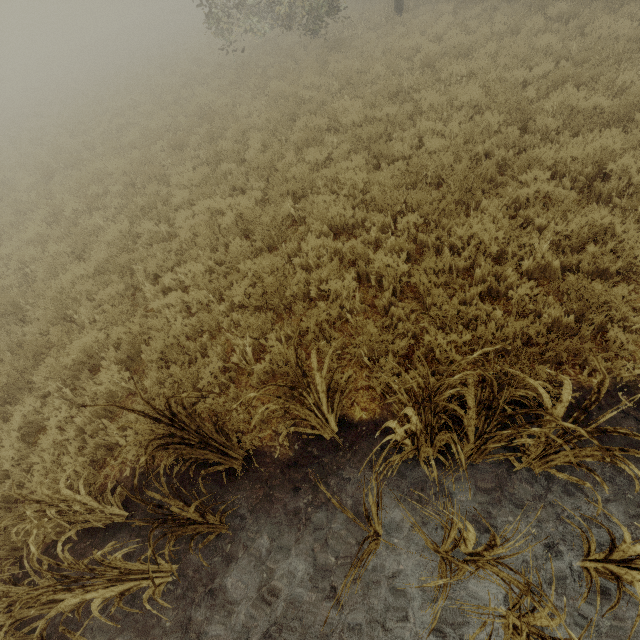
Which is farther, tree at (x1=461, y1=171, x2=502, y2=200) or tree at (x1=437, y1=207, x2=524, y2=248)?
tree at (x1=461, y1=171, x2=502, y2=200)

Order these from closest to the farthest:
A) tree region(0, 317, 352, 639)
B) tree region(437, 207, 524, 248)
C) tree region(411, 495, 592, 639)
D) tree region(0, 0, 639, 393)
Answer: tree region(411, 495, 592, 639) → tree region(0, 317, 352, 639) → tree region(437, 207, 524, 248) → tree region(0, 0, 639, 393)

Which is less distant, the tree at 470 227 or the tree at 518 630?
the tree at 518 630

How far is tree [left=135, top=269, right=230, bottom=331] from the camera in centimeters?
546cm

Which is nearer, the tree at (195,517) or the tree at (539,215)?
the tree at (195,517)

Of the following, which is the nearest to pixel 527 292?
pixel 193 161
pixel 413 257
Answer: pixel 413 257
